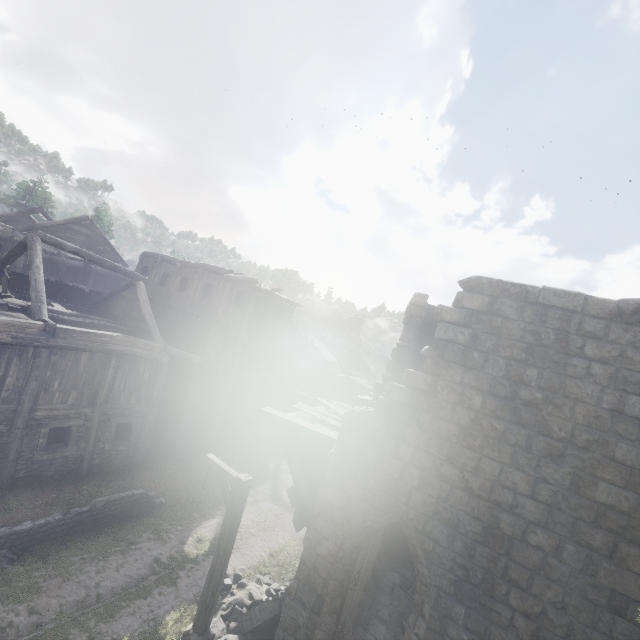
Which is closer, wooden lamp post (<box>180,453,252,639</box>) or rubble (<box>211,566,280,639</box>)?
wooden lamp post (<box>180,453,252,639</box>)

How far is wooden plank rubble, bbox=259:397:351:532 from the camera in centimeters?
848cm

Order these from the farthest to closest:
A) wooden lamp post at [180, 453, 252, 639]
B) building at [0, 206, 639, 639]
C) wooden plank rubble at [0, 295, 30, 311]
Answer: wooden plank rubble at [0, 295, 30, 311], wooden lamp post at [180, 453, 252, 639], building at [0, 206, 639, 639]

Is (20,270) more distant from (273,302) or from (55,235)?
(273,302)

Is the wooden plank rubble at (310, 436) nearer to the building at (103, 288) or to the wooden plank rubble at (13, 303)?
the building at (103, 288)

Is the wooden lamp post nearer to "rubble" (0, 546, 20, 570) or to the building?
the building

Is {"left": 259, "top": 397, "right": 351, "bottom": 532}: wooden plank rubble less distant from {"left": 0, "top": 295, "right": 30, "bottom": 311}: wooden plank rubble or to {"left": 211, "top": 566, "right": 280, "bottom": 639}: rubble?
{"left": 211, "top": 566, "right": 280, "bottom": 639}: rubble

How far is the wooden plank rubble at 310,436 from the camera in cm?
848
